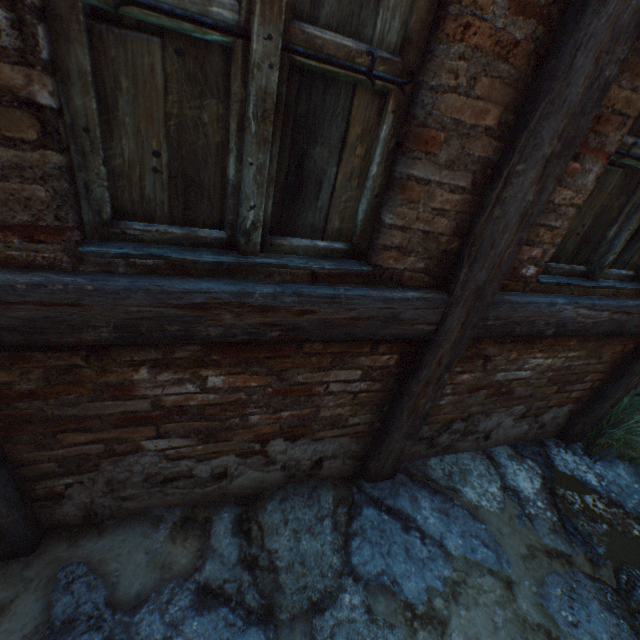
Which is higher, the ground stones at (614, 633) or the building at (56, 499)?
the building at (56, 499)

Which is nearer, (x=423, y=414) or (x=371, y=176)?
(x=371, y=176)

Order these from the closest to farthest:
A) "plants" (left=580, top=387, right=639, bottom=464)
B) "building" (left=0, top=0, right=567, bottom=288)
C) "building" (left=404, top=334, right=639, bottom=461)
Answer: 1. "building" (left=0, top=0, right=567, bottom=288)
2. "building" (left=404, top=334, right=639, bottom=461)
3. "plants" (left=580, top=387, right=639, bottom=464)

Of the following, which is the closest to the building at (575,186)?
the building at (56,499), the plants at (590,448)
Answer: the plants at (590,448)

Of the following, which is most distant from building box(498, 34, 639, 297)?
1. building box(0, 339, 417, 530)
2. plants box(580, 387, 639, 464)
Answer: building box(0, 339, 417, 530)

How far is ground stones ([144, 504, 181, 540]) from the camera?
1.7 meters

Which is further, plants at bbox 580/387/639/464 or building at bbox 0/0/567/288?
plants at bbox 580/387/639/464

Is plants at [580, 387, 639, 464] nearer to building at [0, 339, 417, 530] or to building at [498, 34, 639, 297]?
building at [498, 34, 639, 297]
